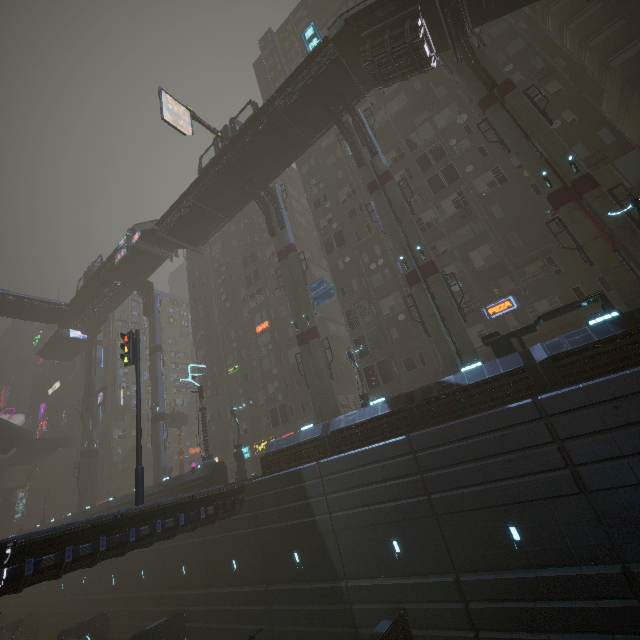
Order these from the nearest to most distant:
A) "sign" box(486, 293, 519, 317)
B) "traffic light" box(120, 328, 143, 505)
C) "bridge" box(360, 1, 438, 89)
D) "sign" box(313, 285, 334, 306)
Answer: "traffic light" box(120, 328, 143, 505) → "bridge" box(360, 1, 438, 89) → "sign" box(486, 293, 519, 317) → "sign" box(313, 285, 334, 306)

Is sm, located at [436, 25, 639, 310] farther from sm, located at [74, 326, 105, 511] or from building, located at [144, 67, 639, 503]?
sm, located at [74, 326, 105, 511]

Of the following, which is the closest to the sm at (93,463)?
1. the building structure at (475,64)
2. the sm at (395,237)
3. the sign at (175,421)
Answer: the sign at (175,421)

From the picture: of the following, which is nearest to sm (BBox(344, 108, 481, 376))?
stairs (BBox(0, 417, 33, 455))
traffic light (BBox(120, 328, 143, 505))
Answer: traffic light (BBox(120, 328, 143, 505))

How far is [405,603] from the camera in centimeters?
1499cm

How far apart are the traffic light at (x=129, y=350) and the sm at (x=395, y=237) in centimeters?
1802cm

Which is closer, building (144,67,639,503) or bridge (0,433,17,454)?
building (144,67,639,503)

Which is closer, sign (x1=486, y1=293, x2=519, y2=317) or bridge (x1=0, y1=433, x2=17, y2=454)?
sign (x1=486, y1=293, x2=519, y2=317)
